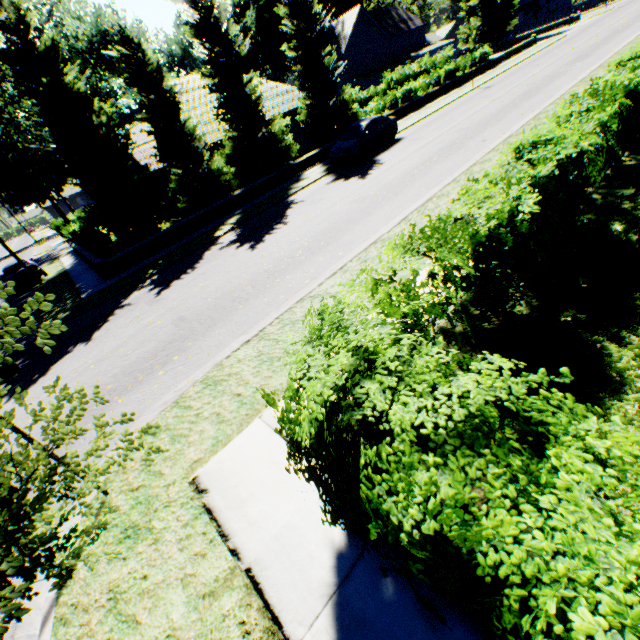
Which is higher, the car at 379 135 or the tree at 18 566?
the tree at 18 566

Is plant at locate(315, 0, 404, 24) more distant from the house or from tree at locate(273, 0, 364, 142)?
tree at locate(273, 0, 364, 142)

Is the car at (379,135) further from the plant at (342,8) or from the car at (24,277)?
the plant at (342,8)

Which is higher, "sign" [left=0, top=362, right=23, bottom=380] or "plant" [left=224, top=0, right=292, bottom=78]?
"plant" [left=224, top=0, right=292, bottom=78]

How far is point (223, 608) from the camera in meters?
3.0 m

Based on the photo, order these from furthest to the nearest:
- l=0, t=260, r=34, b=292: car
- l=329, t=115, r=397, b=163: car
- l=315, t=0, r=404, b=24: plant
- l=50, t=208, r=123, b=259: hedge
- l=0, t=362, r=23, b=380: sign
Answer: l=315, t=0, r=404, b=24: plant → l=0, t=260, r=34, b=292: car → l=329, t=115, r=397, b=163: car → l=50, t=208, r=123, b=259: hedge → l=0, t=362, r=23, b=380: sign

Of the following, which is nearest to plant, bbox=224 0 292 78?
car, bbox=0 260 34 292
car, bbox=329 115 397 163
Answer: car, bbox=329 115 397 163

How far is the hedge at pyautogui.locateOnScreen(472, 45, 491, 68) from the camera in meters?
30.9
